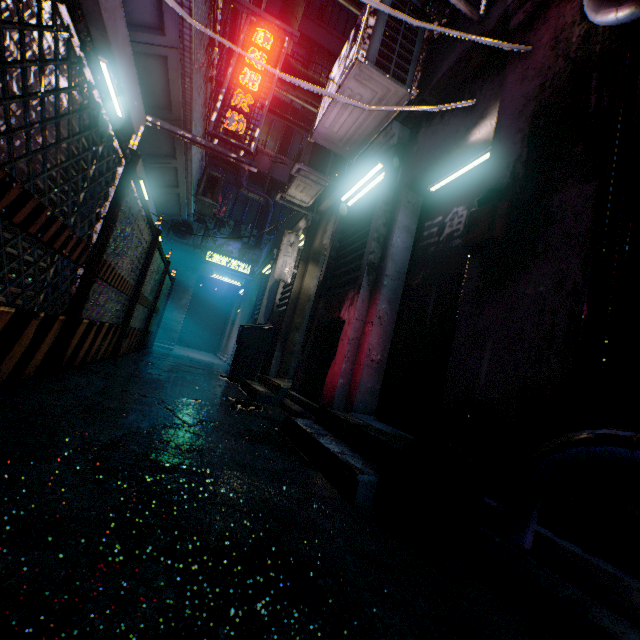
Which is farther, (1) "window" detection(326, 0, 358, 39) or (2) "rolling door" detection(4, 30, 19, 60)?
(1) "window" detection(326, 0, 358, 39)

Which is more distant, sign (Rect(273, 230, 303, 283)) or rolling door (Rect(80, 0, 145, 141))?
sign (Rect(273, 230, 303, 283))

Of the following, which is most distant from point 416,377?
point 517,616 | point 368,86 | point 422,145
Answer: point 368,86

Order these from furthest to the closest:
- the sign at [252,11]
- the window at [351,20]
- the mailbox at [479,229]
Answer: the window at [351,20] → the sign at [252,11] → the mailbox at [479,229]

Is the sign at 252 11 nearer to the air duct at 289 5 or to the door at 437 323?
the air duct at 289 5

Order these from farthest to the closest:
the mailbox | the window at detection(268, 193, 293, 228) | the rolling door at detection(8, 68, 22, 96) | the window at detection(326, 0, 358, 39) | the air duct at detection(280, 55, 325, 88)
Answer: the window at detection(326, 0, 358, 39)
the window at detection(268, 193, 293, 228)
the air duct at detection(280, 55, 325, 88)
the rolling door at detection(8, 68, 22, 96)
the mailbox

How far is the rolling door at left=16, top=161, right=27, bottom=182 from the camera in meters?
2.4

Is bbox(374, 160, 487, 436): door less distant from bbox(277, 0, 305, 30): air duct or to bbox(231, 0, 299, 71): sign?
bbox(231, 0, 299, 71): sign
